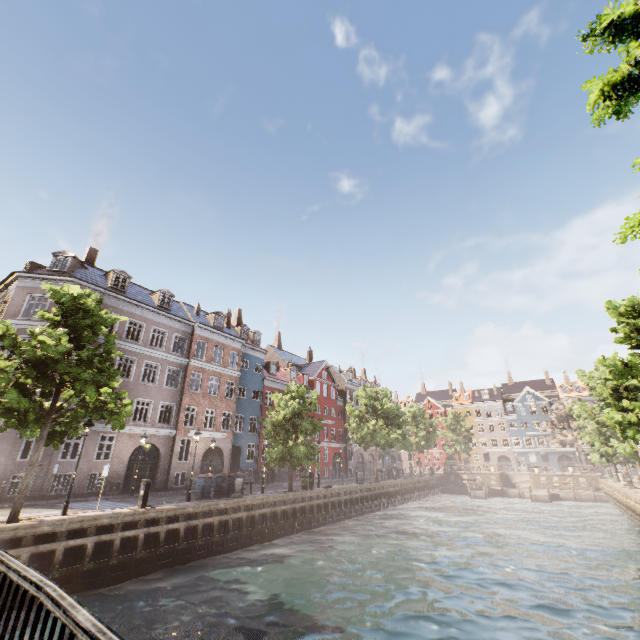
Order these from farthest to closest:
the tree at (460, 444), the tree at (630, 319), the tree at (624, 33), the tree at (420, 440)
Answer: the tree at (460, 444)
the tree at (420, 440)
the tree at (630, 319)
the tree at (624, 33)

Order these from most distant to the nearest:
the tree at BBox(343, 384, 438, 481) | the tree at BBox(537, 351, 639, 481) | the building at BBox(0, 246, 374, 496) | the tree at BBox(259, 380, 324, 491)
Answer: the tree at BBox(343, 384, 438, 481), the tree at BBox(259, 380, 324, 491), the building at BBox(0, 246, 374, 496), the tree at BBox(537, 351, 639, 481)

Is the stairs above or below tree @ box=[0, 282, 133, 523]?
below

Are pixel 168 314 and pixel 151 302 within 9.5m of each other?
yes

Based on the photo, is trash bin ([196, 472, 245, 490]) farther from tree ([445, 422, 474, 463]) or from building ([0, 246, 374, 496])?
building ([0, 246, 374, 496])

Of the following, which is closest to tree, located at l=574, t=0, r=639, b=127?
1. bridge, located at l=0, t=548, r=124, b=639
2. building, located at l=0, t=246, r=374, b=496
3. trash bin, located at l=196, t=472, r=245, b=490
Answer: bridge, located at l=0, t=548, r=124, b=639

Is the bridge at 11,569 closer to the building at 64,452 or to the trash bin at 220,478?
the building at 64,452
